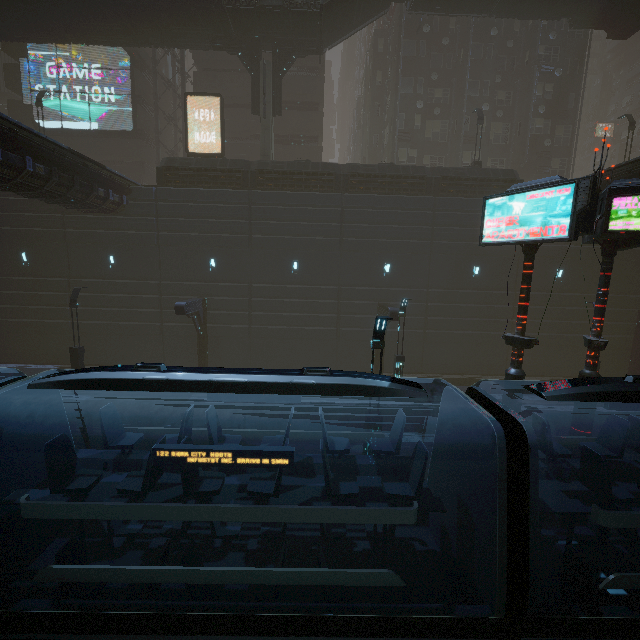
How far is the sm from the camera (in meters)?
22.14

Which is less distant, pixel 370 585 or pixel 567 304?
pixel 370 585

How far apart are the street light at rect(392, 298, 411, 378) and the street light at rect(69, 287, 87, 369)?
16.7m

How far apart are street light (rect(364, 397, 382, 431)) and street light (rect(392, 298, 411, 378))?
7.1m

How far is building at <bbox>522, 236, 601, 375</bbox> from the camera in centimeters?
2141cm

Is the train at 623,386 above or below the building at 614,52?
below

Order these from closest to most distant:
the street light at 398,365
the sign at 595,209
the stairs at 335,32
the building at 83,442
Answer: the sign at 595,209 → the building at 83,442 → the street light at 398,365 → the stairs at 335,32

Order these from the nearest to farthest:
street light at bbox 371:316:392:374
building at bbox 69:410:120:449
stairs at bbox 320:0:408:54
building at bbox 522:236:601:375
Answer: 1. street light at bbox 371:316:392:374
2. building at bbox 69:410:120:449
3. stairs at bbox 320:0:408:54
4. building at bbox 522:236:601:375
